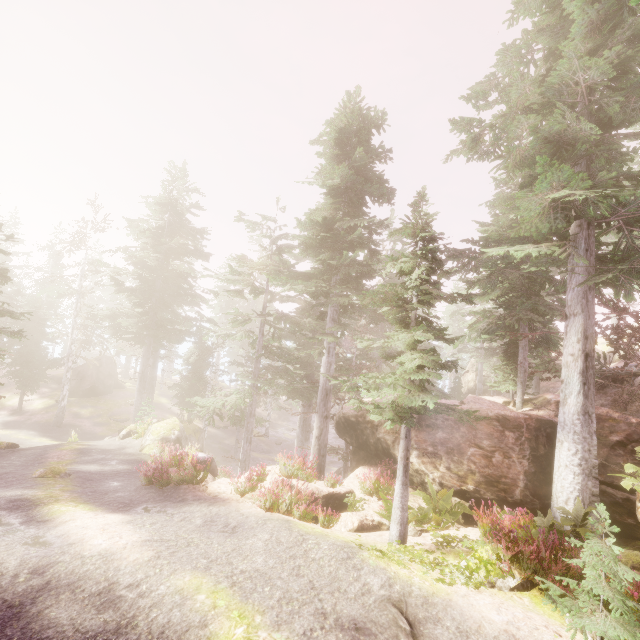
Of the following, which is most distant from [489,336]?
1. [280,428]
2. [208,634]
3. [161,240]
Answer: [280,428]

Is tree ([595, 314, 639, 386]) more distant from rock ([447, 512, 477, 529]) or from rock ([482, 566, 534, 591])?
rock ([482, 566, 534, 591])

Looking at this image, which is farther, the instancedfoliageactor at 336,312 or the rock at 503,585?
the instancedfoliageactor at 336,312

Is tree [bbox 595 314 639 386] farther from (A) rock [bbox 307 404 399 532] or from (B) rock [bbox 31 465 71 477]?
(B) rock [bbox 31 465 71 477]

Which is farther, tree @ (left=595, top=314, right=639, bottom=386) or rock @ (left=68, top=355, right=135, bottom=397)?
rock @ (left=68, top=355, right=135, bottom=397)

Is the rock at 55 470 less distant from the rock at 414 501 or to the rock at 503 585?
the rock at 414 501

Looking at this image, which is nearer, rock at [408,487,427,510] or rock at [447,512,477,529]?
rock at [447,512,477,529]

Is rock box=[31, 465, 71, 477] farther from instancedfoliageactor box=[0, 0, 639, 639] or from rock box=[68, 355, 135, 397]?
rock box=[68, 355, 135, 397]
